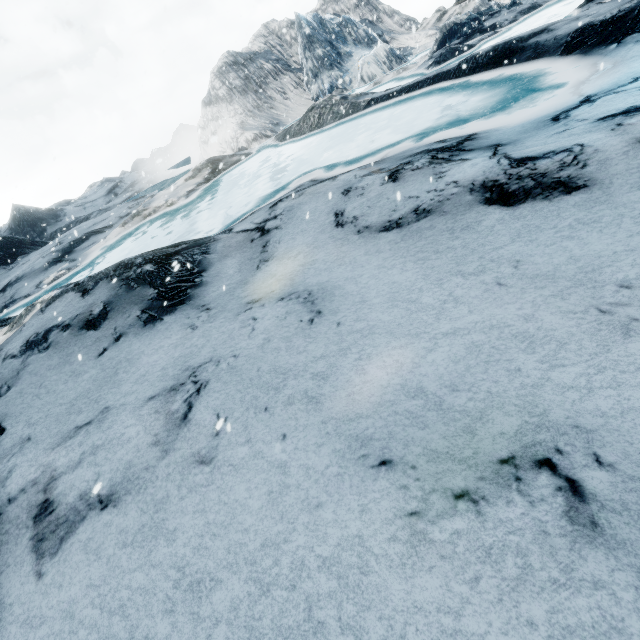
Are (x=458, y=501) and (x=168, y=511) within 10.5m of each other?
yes
